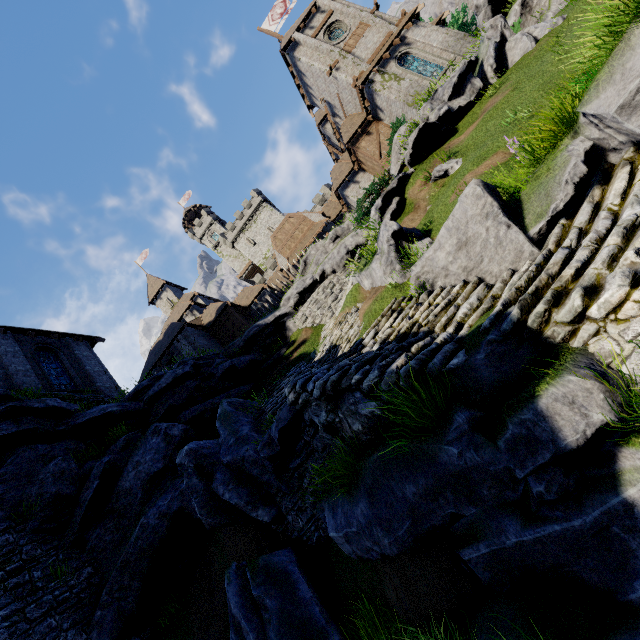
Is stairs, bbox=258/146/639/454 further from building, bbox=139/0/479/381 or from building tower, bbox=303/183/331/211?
building tower, bbox=303/183/331/211

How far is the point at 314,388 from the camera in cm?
621

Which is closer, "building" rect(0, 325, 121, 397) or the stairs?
the stairs

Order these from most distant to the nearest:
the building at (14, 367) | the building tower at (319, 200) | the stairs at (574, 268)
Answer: the building tower at (319, 200) → the building at (14, 367) → the stairs at (574, 268)

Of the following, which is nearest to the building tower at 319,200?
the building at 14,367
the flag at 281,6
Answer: the flag at 281,6

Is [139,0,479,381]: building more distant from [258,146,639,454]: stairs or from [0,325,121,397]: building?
[0,325,121,397]: building

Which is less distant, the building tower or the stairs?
the stairs

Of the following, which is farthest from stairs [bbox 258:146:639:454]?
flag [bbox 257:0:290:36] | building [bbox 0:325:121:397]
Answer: flag [bbox 257:0:290:36]
